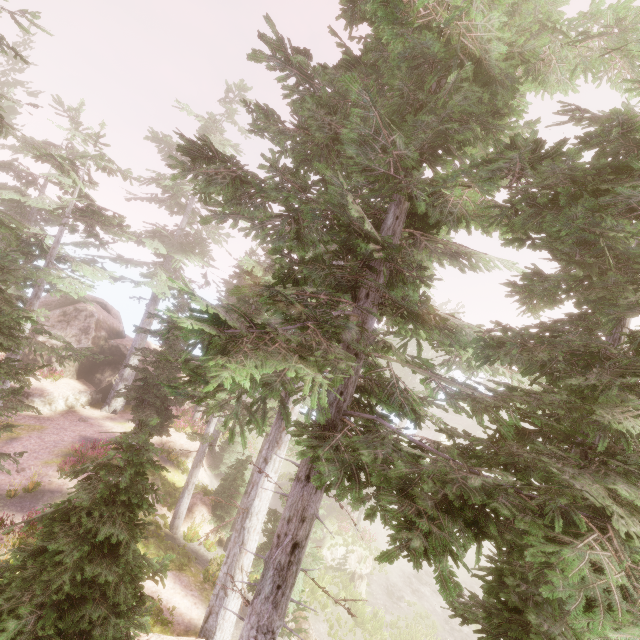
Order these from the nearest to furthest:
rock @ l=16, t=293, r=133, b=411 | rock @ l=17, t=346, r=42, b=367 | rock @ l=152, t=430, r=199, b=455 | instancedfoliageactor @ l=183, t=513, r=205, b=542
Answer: instancedfoliageactor @ l=183, t=513, r=205, b=542 < rock @ l=152, t=430, r=199, b=455 < rock @ l=16, t=293, r=133, b=411 < rock @ l=17, t=346, r=42, b=367

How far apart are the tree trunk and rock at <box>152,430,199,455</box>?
13.16m

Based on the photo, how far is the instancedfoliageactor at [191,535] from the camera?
15.2 meters

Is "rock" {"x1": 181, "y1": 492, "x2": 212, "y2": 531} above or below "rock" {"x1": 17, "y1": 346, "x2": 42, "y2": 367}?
below

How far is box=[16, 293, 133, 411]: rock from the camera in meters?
22.6 m

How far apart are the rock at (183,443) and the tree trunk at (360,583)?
13.2m

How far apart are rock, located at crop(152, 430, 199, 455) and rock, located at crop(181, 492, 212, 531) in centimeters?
409cm

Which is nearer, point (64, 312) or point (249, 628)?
point (249, 628)
